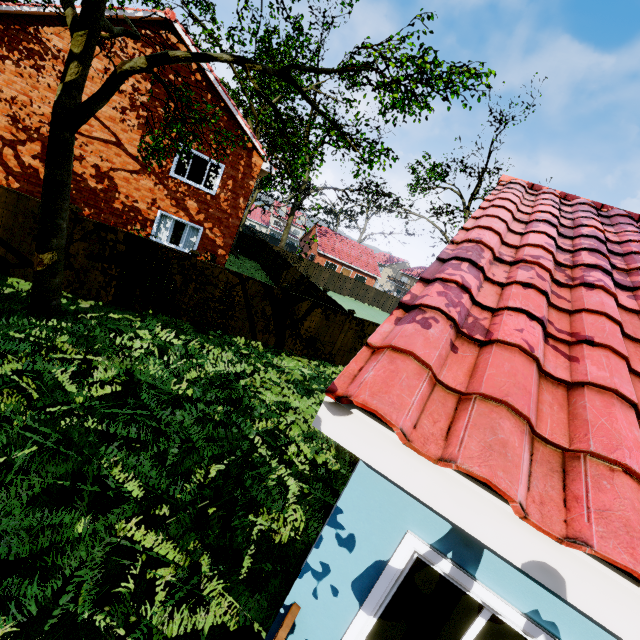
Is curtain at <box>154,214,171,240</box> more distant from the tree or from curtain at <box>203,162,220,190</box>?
the tree

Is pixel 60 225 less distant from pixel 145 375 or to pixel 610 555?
pixel 145 375

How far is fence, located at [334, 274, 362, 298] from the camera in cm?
3835

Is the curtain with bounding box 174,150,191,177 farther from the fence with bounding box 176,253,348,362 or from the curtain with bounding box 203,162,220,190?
Answer: the fence with bounding box 176,253,348,362

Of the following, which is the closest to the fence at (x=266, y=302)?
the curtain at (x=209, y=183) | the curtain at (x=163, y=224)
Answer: the curtain at (x=163, y=224)

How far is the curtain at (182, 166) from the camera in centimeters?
1421cm
